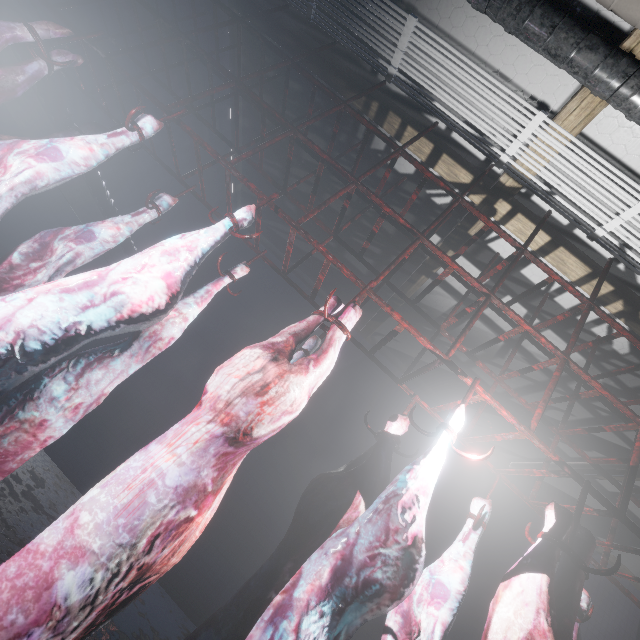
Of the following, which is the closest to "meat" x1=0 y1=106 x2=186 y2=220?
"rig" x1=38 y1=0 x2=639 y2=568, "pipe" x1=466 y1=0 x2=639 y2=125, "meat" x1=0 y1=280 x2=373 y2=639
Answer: "rig" x1=38 y1=0 x2=639 y2=568

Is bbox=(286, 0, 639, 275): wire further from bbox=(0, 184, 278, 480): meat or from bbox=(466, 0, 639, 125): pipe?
bbox=(0, 184, 278, 480): meat

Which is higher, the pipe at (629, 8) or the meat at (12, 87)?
the pipe at (629, 8)

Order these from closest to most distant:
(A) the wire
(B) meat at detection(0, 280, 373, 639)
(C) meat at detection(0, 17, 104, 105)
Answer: (B) meat at detection(0, 280, 373, 639) → (C) meat at detection(0, 17, 104, 105) → (A) the wire

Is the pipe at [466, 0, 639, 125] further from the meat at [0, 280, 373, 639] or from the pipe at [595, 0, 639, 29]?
the meat at [0, 280, 373, 639]

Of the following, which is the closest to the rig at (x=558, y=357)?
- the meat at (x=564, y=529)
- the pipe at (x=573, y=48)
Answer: the meat at (x=564, y=529)

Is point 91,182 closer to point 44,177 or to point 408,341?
point 44,177

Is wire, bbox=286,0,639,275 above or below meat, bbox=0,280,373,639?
above
